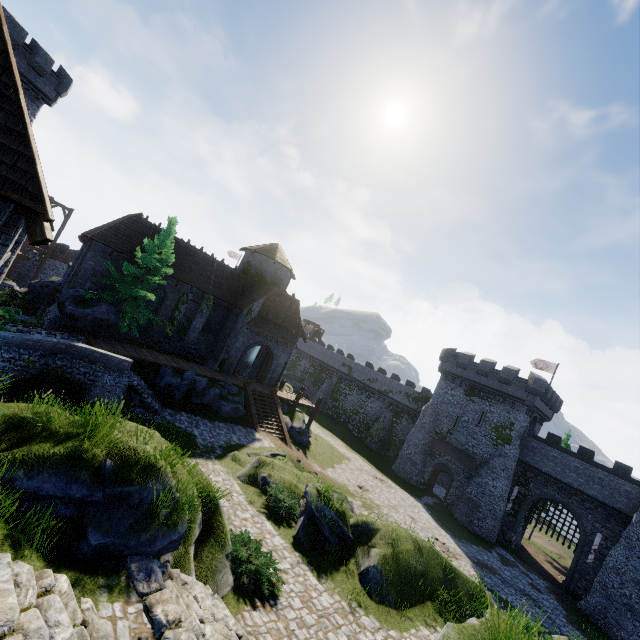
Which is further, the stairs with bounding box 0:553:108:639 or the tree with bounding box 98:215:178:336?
the tree with bounding box 98:215:178:336

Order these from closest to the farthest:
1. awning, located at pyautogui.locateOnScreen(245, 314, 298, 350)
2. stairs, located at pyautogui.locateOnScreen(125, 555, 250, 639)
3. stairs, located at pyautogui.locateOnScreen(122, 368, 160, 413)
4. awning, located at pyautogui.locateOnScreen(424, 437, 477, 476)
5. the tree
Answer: stairs, located at pyautogui.locateOnScreen(125, 555, 250, 639) → stairs, located at pyautogui.locateOnScreen(122, 368, 160, 413) → the tree → awning, located at pyautogui.locateOnScreen(245, 314, 298, 350) → awning, located at pyautogui.locateOnScreen(424, 437, 477, 476)

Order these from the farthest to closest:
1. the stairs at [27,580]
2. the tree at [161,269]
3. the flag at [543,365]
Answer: the flag at [543,365] → the tree at [161,269] → the stairs at [27,580]

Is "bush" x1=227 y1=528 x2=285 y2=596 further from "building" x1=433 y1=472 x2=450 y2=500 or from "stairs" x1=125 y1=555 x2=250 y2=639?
"building" x1=433 y1=472 x2=450 y2=500

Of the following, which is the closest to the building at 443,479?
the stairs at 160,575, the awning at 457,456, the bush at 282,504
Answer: the awning at 457,456

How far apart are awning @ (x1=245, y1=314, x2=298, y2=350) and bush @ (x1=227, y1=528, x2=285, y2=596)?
18.46m

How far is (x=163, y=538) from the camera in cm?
650

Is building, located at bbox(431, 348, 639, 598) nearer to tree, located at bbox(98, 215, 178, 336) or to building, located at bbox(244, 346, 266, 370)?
building, located at bbox(244, 346, 266, 370)
